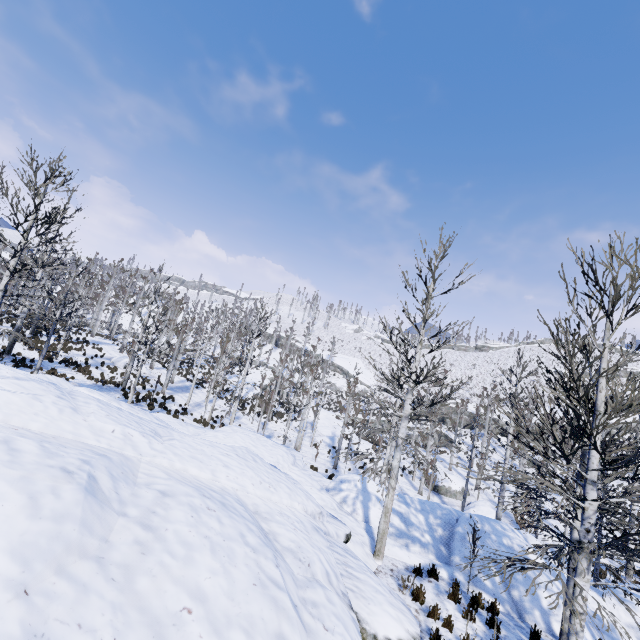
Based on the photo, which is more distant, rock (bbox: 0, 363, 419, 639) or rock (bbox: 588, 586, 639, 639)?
rock (bbox: 588, 586, 639, 639)

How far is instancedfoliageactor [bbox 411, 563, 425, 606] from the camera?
7.61m

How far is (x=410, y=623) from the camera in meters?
6.1

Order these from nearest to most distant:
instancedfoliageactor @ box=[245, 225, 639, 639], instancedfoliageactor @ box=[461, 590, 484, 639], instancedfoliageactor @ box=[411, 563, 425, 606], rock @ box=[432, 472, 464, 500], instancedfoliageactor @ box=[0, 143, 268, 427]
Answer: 1. instancedfoliageactor @ box=[245, 225, 639, 639]
2. instancedfoliageactor @ box=[461, 590, 484, 639]
3. instancedfoliageactor @ box=[411, 563, 425, 606]
4. instancedfoliageactor @ box=[0, 143, 268, 427]
5. rock @ box=[432, 472, 464, 500]

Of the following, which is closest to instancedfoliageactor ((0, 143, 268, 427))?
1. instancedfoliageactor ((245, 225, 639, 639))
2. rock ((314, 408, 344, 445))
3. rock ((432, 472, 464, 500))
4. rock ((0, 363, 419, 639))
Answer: rock ((0, 363, 419, 639))

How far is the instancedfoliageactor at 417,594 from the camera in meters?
7.6 m

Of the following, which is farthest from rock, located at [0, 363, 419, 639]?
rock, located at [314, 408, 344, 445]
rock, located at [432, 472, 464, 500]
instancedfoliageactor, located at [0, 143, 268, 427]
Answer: rock, located at [314, 408, 344, 445]

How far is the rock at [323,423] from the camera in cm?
3296
